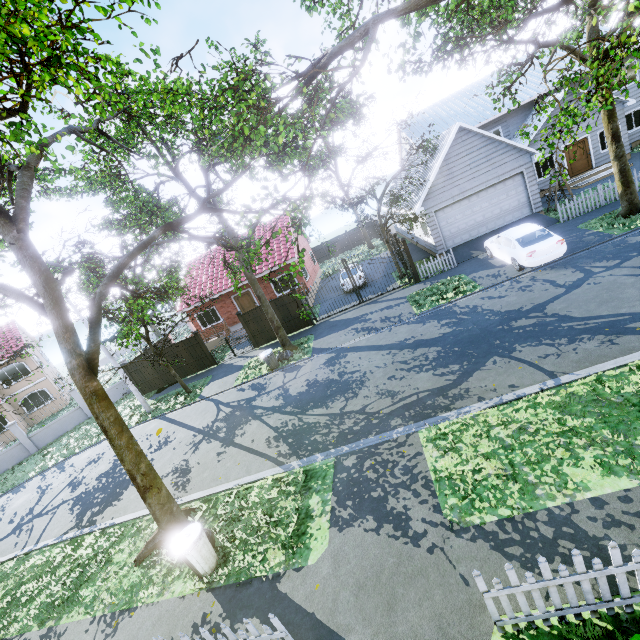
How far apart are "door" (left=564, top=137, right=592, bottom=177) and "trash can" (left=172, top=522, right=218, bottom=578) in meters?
28.2

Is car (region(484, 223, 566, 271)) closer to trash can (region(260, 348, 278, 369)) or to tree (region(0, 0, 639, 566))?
tree (region(0, 0, 639, 566))

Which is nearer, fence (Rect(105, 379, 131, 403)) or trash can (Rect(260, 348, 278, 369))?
trash can (Rect(260, 348, 278, 369))

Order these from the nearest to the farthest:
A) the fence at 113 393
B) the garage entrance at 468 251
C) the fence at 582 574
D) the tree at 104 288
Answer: the fence at 582 574
the tree at 104 288
the garage entrance at 468 251
the fence at 113 393

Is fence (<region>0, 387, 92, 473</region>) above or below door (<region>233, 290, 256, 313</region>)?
below

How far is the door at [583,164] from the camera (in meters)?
21.12

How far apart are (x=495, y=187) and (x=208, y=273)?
21.4 meters

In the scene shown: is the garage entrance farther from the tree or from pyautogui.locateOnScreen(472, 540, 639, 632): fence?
pyautogui.locateOnScreen(472, 540, 639, 632): fence
